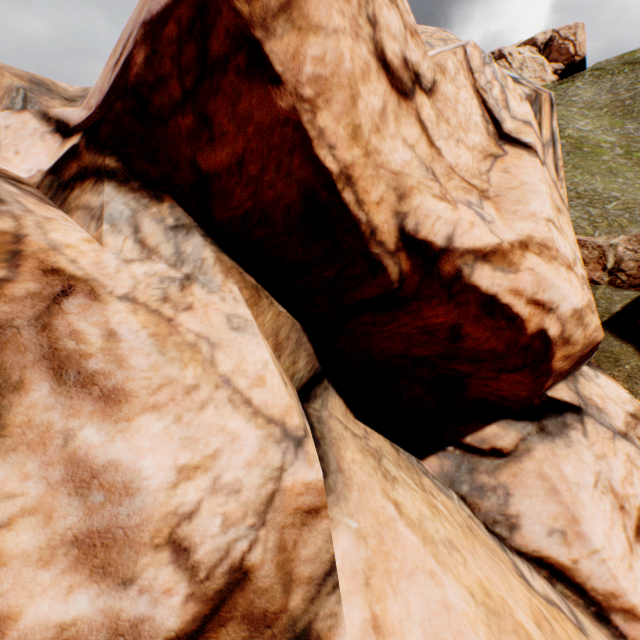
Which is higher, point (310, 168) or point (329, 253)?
point (310, 168)
